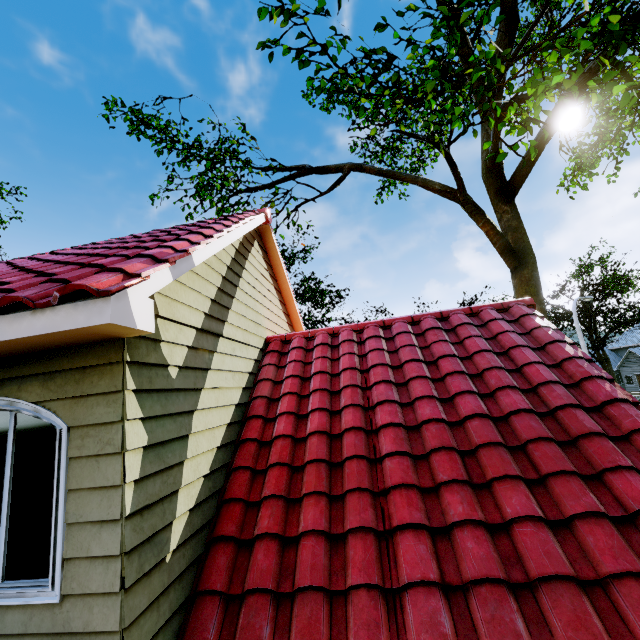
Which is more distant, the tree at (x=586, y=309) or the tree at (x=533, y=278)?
the tree at (x=586, y=309)

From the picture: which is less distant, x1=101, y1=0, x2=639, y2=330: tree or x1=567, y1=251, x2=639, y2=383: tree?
x1=101, y1=0, x2=639, y2=330: tree

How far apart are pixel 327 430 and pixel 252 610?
2.0m
